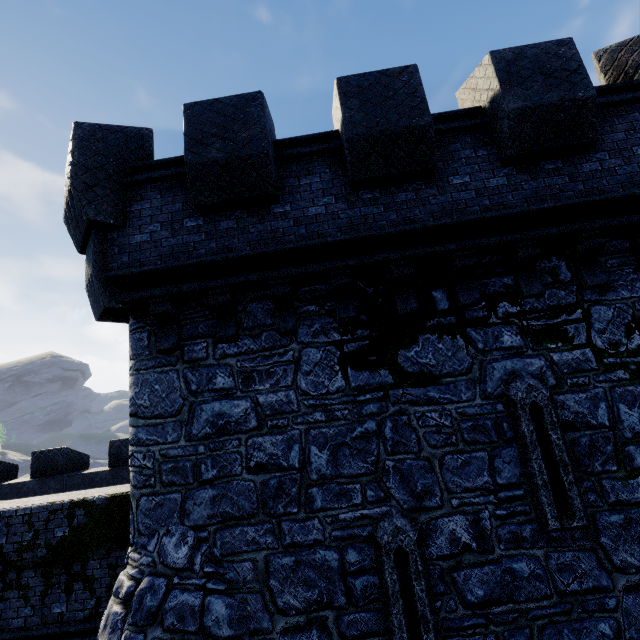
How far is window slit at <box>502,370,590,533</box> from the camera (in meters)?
4.46

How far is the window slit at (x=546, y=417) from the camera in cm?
446

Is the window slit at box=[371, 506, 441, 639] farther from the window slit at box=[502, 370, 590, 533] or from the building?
the window slit at box=[502, 370, 590, 533]

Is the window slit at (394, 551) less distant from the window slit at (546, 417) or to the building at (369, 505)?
the building at (369, 505)

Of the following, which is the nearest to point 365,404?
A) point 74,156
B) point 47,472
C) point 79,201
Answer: point 79,201

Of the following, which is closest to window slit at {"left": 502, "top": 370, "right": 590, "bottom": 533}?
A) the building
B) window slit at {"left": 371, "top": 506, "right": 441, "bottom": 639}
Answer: the building
